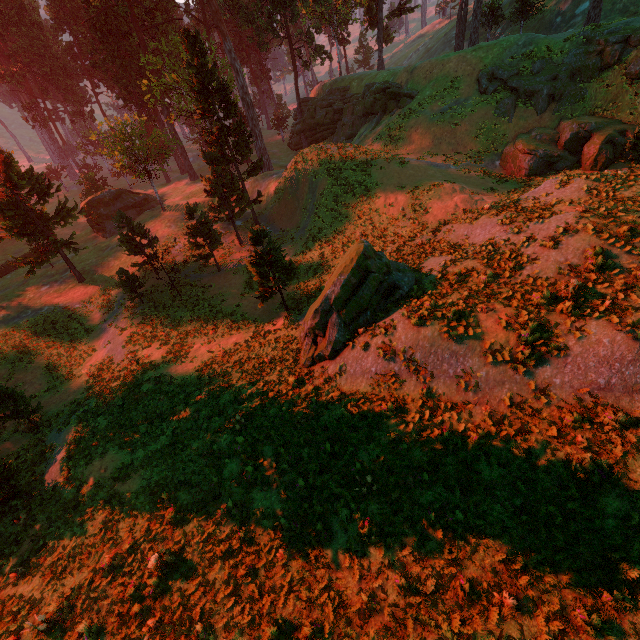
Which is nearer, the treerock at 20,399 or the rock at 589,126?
the treerock at 20,399

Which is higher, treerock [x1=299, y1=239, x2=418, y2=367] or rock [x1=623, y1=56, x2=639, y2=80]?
rock [x1=623, y1=56, x2=639, y2=80]

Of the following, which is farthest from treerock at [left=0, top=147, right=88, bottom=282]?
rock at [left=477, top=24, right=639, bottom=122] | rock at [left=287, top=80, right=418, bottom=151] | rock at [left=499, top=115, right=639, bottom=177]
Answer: rock at [left=499, top=115, right=639, bottom=177]

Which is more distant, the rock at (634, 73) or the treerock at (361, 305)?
the rock at (634, 73)

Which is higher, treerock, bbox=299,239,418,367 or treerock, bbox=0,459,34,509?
treerock, bbox=299,239,418,367

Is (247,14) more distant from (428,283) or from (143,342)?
(428,283)

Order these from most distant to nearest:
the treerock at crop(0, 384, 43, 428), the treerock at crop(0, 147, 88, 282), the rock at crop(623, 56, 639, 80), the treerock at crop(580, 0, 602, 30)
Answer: the treerock at crop(0, 147, 88, 282), the treerock at crop(580, 0, 602, 30), the rock at crop(623, 56, 639, 80), the treerock at crop(0, 384, 43, 428)

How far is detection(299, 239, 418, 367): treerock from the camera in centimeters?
1341cm
